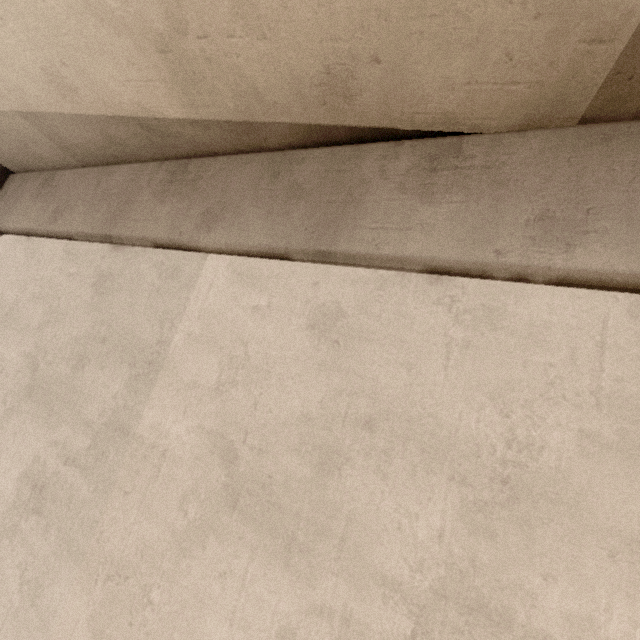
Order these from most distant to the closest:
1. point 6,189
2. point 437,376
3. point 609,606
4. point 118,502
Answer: point 6,189 → point 118,502 → point 437,376 → point 609,606
